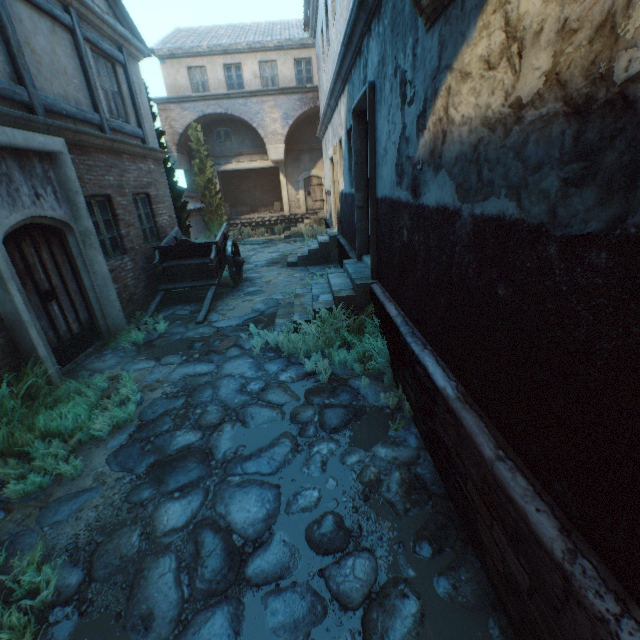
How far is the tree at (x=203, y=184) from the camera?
16.48m

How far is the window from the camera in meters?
19.2 m

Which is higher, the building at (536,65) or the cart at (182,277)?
the building at (536,65)

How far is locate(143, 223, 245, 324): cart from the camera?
8.1m

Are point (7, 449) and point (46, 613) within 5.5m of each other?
yes

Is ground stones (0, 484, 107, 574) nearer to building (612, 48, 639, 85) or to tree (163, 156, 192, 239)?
building (612, 48, 639, 85)

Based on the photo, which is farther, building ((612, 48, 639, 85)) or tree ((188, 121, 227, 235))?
tree ((188, 121, 227, 235))

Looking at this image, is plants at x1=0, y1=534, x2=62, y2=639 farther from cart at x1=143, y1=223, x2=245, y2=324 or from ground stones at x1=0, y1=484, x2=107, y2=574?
cart at x1=143, y1=223, x2=245, y2=324
